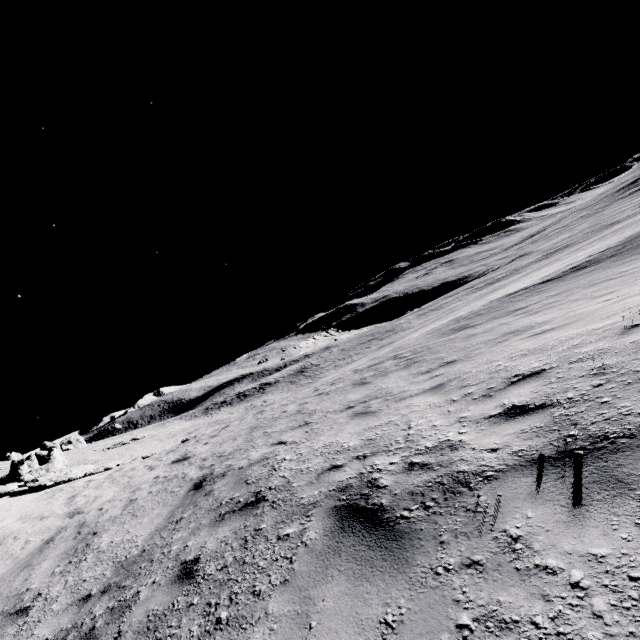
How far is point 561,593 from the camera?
1.4m
